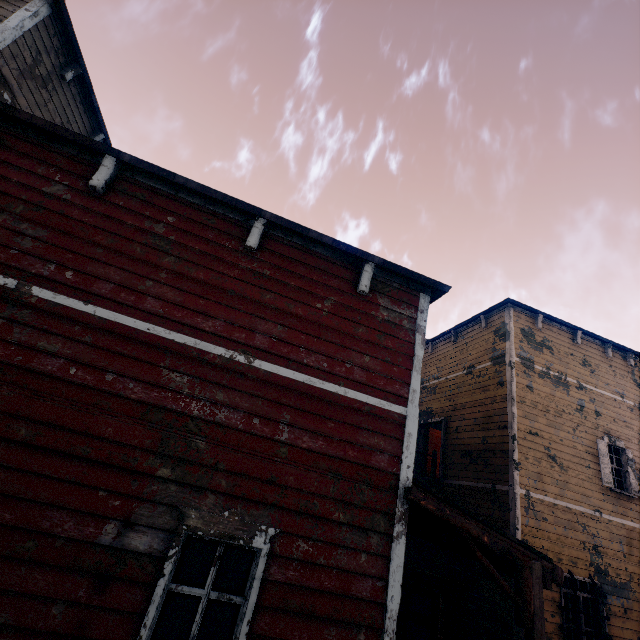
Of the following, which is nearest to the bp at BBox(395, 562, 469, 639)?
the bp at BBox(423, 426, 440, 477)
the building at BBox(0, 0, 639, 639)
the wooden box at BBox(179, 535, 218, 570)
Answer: the building at BBox(0, 0, 639, 639)

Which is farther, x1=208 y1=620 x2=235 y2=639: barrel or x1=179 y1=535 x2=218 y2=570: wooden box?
x1=179 y1=535 x2=218 y2=570: wooden box

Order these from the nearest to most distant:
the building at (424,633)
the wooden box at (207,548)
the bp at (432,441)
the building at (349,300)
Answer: the building at (349,300) → the wooden box at (207,548) → the building at (424,633) → the bp at (432,441)

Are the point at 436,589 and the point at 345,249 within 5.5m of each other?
yes

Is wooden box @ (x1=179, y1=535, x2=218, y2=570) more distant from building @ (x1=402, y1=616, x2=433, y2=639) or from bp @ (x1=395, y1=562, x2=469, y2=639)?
bp @ (x1=395, y1=562, x2=469, y2=639)

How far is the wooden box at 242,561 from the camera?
9.3m

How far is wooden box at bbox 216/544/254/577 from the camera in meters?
9.3
